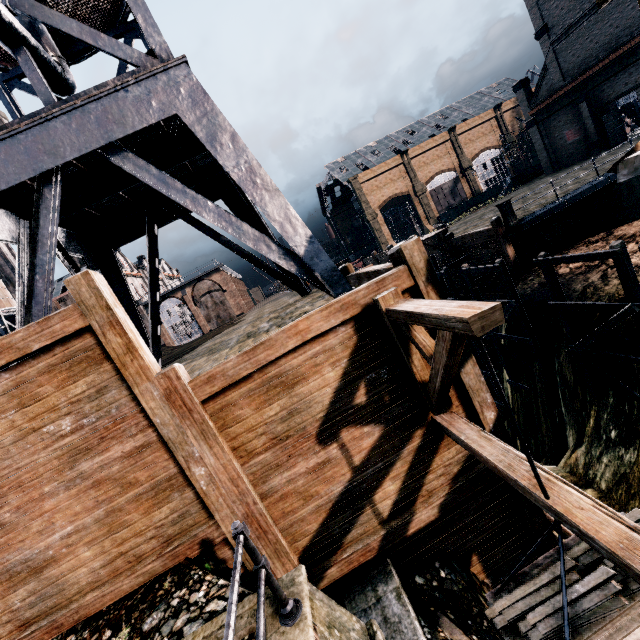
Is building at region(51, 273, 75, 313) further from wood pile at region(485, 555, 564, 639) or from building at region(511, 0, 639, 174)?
wood pile at region(485, 555, 564, 639)

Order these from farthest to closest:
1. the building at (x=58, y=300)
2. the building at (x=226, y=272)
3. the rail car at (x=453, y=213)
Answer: the rail car at (x=453, y=213) < the building at (x=226, y=272) < the building at (x=58, y=300)

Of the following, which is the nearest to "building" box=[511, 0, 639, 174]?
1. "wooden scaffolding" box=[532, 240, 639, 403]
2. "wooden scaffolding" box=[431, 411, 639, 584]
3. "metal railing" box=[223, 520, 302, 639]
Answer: "wooden scaffolding" box=[532, 240, 639, 403]

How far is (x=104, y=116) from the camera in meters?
7.5 m

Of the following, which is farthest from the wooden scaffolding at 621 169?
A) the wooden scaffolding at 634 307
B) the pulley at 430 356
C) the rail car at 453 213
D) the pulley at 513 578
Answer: the rail car at 453 213

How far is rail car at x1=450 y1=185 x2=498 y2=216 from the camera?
59.1m

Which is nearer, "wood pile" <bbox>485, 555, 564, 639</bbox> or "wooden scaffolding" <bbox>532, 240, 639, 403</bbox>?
"wood pile" <bbox>485, 555, 564, 639</bbox>

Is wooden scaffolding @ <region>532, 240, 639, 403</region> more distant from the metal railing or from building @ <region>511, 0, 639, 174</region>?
building @ <region>511, 0, 639, 174</region>
